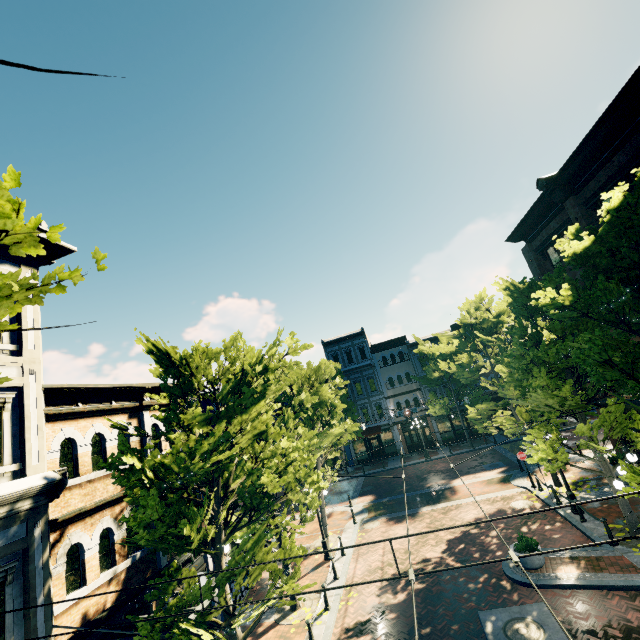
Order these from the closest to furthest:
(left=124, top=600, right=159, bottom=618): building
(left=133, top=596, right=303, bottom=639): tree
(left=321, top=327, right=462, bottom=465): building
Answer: (left=133, top=596, right=303, bottom=639): tree → (left=124, top=600, right=159, bottom=618): building → (left=321, top=327, right=462, bottom=465): building

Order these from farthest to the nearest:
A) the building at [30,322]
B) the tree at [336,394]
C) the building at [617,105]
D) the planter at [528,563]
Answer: the planter at [528,563] < the building at [617,105] < the building at [30,322] < the tree at [336,394]

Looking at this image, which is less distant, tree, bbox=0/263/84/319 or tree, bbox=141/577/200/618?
tree, bbox=0/263/84/319

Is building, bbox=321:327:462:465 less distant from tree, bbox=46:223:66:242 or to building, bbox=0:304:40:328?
tree, bbox=46:223:66:242

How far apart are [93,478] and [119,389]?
3.0 meters

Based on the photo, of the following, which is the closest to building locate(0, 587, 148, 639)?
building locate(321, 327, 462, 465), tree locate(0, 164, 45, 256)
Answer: tree locate(0, 164, 45, 256)

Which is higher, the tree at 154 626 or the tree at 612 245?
the tree at 612 245
